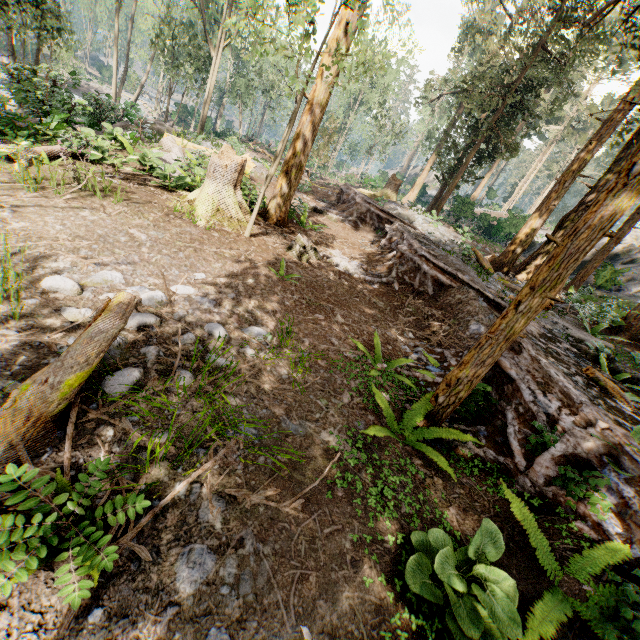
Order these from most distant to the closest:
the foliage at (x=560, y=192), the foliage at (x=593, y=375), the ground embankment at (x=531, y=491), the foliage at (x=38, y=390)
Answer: the foliage at (x=593, y=375), the foliage at (x=560, y=192), the ground embankment at (x=531, y=491), the foliage at (x=38, y=390)

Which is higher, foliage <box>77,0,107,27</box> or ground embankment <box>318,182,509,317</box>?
foliage <box>77,0,107,27</box>

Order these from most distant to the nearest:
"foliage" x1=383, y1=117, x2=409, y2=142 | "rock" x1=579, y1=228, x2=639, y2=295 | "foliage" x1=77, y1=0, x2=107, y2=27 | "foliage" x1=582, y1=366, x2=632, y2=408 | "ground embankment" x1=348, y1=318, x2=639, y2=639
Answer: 1. "foliage" x1=77, y1=0, x2=107, y2=27
2. "foliage" x1=383, y1=117, x2=409, y2=142
3. "rock" x1=579, y1=228, x2=639, y2=295
4. "foliage" x1=582, y1=366, x2=632, y2=408
5. "ground embankment" x1=348, y1=318, x2=639, y2=639

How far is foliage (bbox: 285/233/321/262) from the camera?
9.1m

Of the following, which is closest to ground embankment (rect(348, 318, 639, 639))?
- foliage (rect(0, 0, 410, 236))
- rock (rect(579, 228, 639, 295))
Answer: foliage (rect(0, 0, 410, 236))

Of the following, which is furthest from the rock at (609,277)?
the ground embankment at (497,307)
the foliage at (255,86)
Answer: the ground embankment at (497,307)

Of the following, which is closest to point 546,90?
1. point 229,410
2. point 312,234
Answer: point 312,234

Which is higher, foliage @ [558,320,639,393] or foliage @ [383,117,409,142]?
foliage @ [383,117,409,142]
